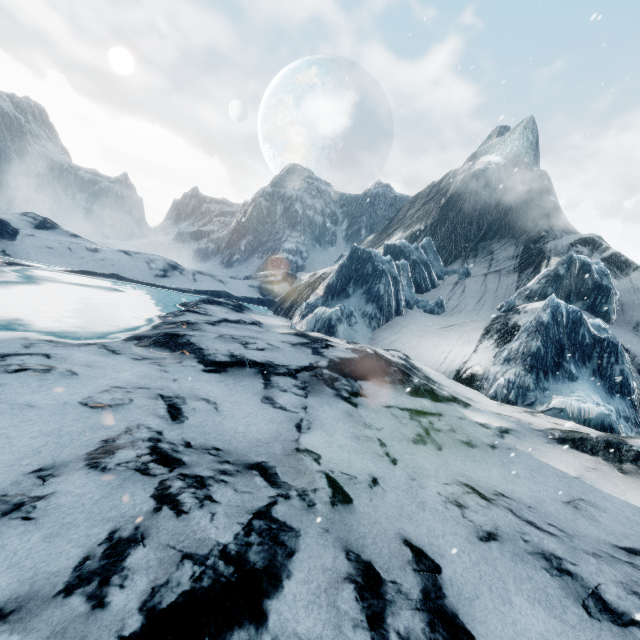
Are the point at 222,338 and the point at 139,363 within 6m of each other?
yes
